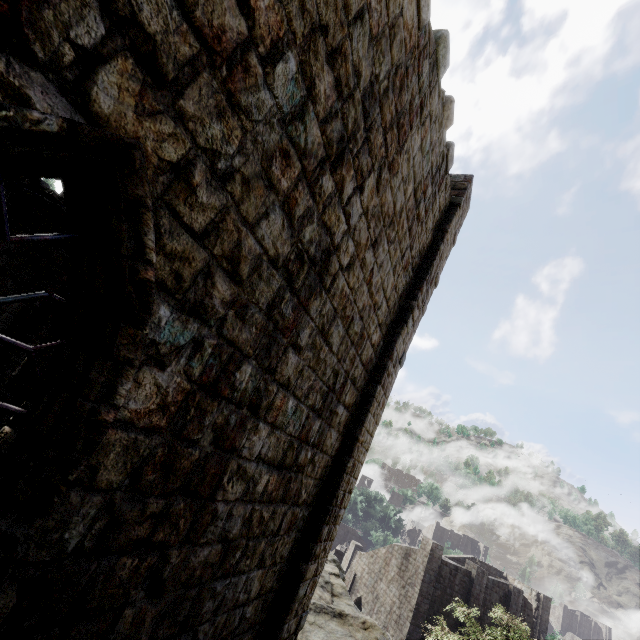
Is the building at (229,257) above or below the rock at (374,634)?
above

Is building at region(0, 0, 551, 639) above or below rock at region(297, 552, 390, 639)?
above

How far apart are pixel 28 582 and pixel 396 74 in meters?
6.4 m

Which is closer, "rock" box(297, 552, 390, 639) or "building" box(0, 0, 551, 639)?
"building" box(0, 0, 551, 639)

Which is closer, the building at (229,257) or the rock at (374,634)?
the building at (229,257)
